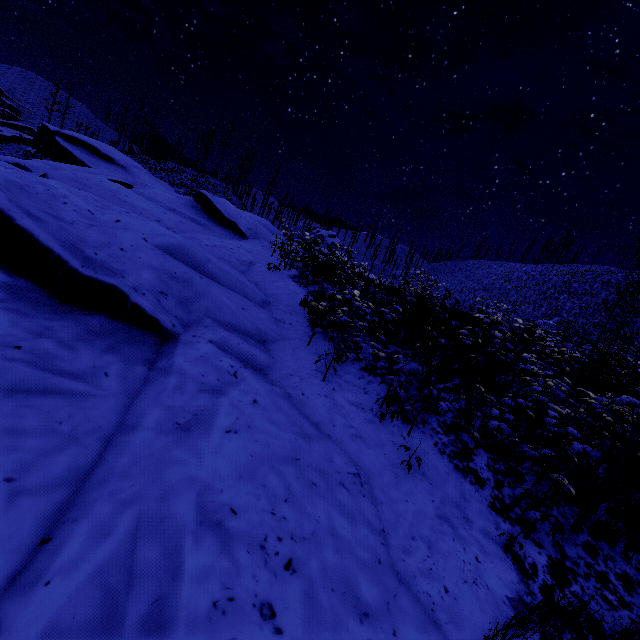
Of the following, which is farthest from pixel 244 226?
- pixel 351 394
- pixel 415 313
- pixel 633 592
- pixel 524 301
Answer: pixel 524 301
